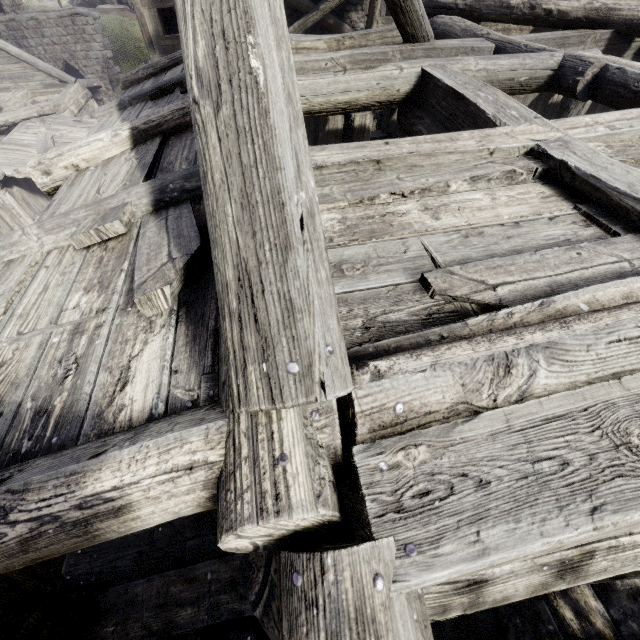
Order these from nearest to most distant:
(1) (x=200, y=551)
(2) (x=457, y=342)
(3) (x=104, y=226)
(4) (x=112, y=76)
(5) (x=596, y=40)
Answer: (2) (x=457, y=342), (3) (x=104, y=226), (1) (x=200, y=551), (5) (x=596, y=40), (4) (x=112, y=76)
